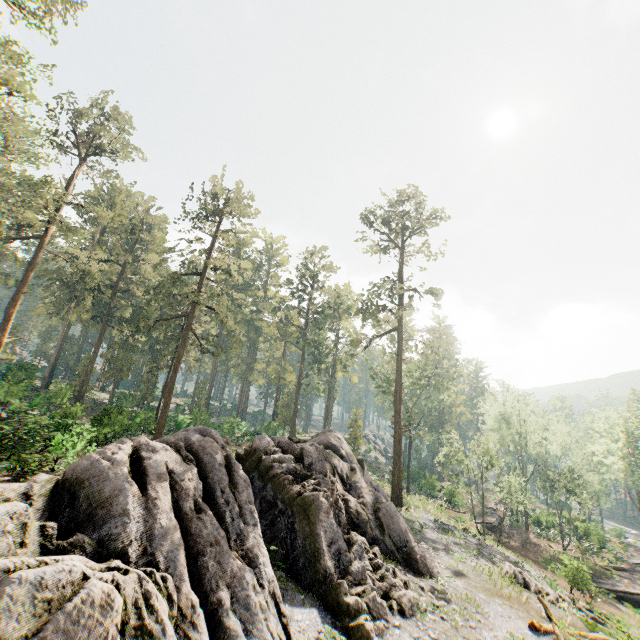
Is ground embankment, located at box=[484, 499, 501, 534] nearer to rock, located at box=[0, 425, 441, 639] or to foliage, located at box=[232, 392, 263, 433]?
foliage, located at box=[232, 392, 263, 433]

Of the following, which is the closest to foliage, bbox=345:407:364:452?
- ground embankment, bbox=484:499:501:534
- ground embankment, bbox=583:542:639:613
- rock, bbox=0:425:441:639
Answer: rock, bbox=0:425:441:639

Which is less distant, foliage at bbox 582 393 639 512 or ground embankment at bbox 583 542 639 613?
ground embankment at bbox 583 542 639 613

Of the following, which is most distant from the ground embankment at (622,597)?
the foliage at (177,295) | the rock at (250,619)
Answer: the rock at (250,619)

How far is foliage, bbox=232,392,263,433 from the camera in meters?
48.2 m

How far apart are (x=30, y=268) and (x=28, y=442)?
24.40m

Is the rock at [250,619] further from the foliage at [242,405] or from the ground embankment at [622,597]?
the ground embankment at [622,597]
